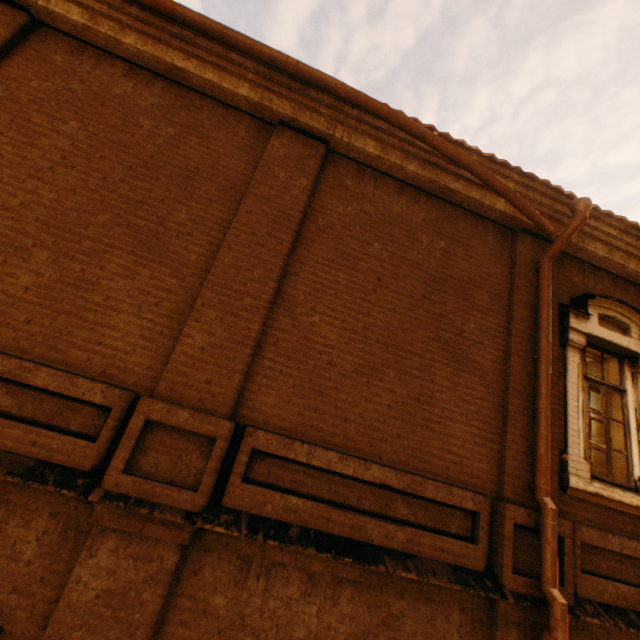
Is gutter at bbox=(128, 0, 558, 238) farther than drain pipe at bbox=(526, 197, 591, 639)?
Yes

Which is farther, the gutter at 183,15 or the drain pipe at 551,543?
the gutter at 183,15

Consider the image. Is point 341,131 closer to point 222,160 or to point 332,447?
point 222,160
